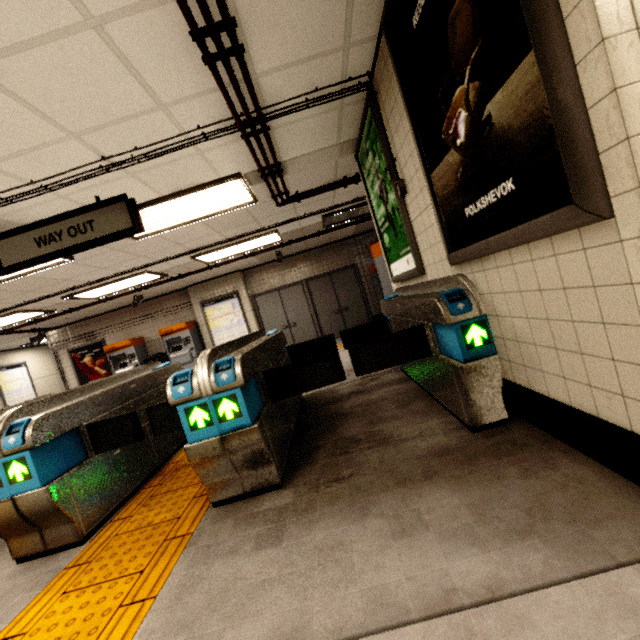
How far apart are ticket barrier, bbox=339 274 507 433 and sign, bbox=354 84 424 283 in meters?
0.1

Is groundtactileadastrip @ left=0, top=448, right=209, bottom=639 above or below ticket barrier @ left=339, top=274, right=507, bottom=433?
below

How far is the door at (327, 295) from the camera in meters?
10.3 m

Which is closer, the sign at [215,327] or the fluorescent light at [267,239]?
the fluorescent light at [267,239]

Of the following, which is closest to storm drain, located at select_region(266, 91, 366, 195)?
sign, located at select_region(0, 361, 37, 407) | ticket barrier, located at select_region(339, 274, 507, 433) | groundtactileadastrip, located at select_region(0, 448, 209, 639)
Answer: sign, located at select_region(0, 361, 37, 407)

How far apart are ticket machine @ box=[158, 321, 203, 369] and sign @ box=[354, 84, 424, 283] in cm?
742

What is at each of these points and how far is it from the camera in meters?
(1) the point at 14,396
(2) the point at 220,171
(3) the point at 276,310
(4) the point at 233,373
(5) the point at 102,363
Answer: (1) sign, 11.8 m
(2) storm drain, 3.8 m
(3) door, 10.4 m
(4) ticket barrier, 2.1 m
(5) sign, 10.5 m

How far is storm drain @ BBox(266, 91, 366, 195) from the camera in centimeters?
319cm
